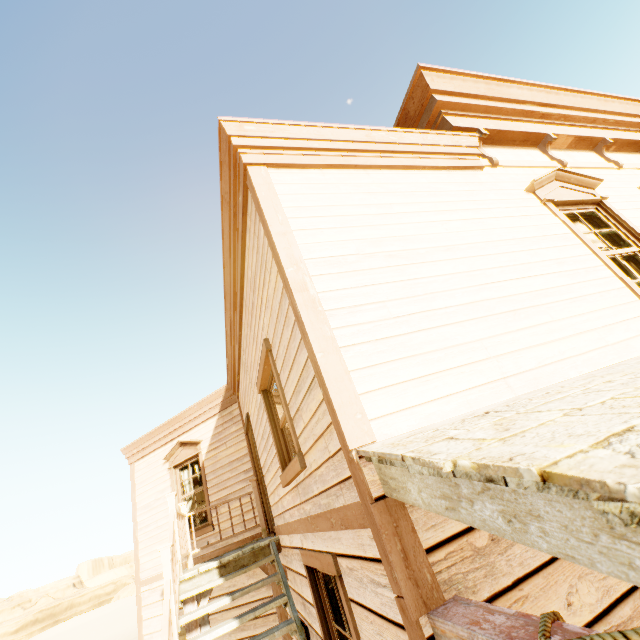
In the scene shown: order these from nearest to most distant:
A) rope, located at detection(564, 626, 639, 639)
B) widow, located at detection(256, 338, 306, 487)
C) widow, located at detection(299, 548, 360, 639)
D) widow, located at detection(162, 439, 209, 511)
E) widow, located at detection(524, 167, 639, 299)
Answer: rope, located at detection(564, 626, 639, 639)
widow, located at detection(299, 548, 360, 639)
widow, located at detection(256, 338, 306, 487)
widow, located at detection(524, 167, 639, 299)
widow, located at detection(162, 439, 209, 511)

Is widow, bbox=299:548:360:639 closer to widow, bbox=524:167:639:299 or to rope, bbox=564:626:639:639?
rope, bbox=564:626:639:639

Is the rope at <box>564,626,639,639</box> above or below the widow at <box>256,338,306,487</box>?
below

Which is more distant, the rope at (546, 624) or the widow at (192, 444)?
the widow at (192, 444)

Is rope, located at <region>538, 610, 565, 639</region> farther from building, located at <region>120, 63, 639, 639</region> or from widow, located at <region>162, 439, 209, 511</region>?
widow, located at <region>162, 439, 209, 511</region>

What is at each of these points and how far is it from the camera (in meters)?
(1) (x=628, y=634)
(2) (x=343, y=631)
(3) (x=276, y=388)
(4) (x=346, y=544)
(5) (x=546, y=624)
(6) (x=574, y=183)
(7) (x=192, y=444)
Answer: (1) rope, 0.82
(2) widow, 2.88
(3) widow, 4.30
(4) building, 2.18
(5) rope, 0.99
(6) widow, 4.38
(7) widow, 8.45

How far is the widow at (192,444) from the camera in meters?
8.0 m

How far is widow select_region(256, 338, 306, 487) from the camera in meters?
3.0
